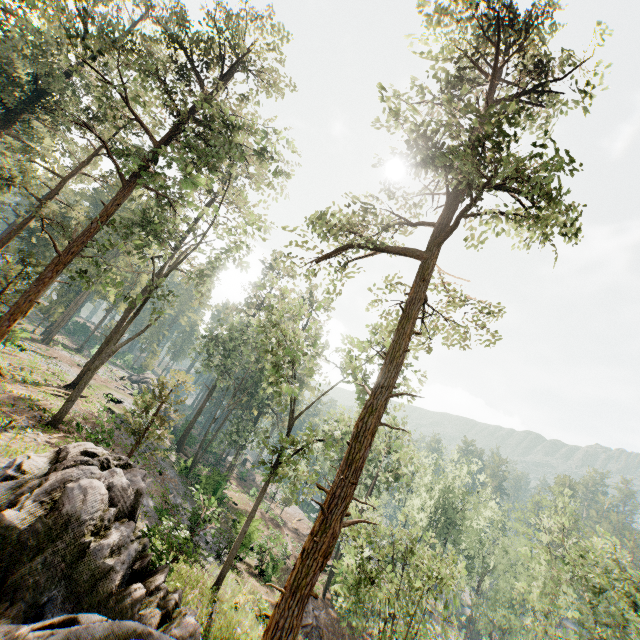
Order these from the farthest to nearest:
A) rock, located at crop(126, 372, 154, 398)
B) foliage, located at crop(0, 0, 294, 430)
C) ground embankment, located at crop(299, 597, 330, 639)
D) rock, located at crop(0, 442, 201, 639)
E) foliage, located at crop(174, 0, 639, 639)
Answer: rock, located at crop(126, 372, 154, 398) < ground embankment, located at crop(299, 597, 330, 639) < foliage, located at crop(0, 0, 294, 430) < foliage, located at crop(174, 0, 639, 639) < rock, located at crop(0, 442, 201, 639)

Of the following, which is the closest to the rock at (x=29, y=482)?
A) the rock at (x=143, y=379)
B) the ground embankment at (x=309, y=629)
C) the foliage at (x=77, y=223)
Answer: the foliage at (x=77, y=223)

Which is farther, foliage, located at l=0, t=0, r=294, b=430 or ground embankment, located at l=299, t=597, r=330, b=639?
ground embankment, located at l=299, t=597, r=330, b=639

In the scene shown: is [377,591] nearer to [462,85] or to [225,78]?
[462,85]

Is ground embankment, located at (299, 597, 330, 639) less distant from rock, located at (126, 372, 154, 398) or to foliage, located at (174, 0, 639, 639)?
foliage, located at (174, 0, 639, 639)

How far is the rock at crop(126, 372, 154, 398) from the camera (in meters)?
47.28

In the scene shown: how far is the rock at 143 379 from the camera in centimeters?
4728cm

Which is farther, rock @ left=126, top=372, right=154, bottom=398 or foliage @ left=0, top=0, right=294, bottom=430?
rock @ left=126, top=372, right=154, bottom=398
